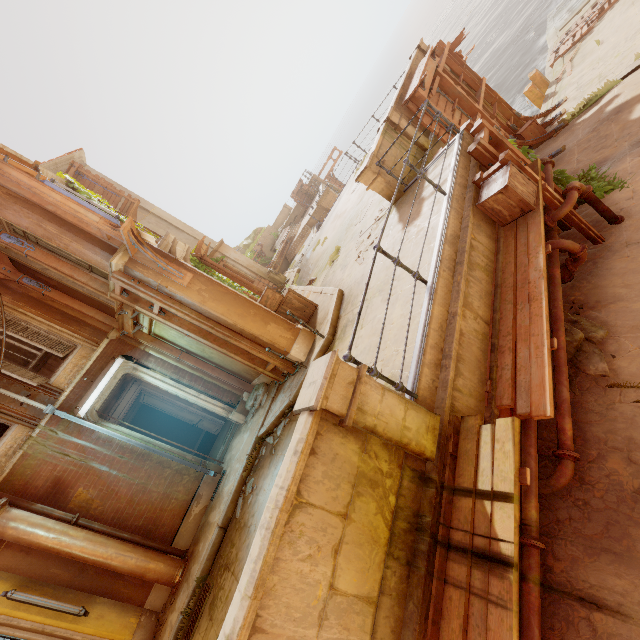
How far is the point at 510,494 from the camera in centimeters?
274cm

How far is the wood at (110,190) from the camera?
15.3m

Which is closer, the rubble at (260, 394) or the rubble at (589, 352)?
the rubble at (589, 352)

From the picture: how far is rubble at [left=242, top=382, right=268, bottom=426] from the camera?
9.2 meters

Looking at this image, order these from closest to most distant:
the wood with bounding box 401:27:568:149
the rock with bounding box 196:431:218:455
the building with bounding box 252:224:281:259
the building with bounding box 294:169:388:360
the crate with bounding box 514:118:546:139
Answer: the building with bounding box 294:169:388:360 < the wood with bounding box 401:27:568:149 < the crate with bounding box 514:118:546:139 < the rock with bounding box 196:431:218:455 < the building with bounding box 252:224:281:259

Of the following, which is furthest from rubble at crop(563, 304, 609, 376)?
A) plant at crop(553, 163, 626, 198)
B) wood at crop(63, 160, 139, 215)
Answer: wood at crop(63, 160, 139, 215)

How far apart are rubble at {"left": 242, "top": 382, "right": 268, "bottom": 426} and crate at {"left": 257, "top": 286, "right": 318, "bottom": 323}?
1.9 meters

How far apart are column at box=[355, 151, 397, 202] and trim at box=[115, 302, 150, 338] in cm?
605
